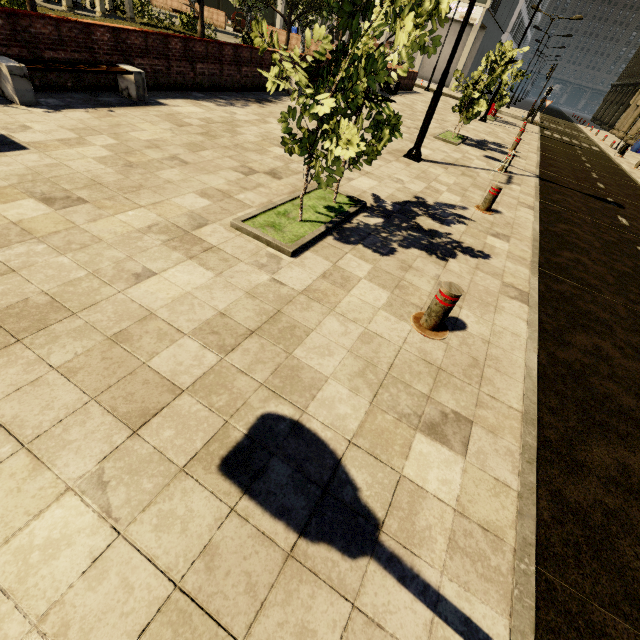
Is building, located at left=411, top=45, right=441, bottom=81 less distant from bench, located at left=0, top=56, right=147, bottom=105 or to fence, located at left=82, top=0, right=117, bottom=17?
bench, located at left=0, top=56, right=147, bottom=105

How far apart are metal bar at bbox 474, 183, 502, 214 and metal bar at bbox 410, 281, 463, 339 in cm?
455

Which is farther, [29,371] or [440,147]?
[440,147]

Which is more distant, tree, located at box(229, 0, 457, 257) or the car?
the car

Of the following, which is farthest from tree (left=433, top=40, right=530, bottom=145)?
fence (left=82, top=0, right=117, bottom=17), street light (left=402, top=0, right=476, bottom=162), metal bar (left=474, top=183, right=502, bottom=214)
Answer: street light (left=402, top=0, right=476, bottom=162)

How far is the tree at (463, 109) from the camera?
10.91m

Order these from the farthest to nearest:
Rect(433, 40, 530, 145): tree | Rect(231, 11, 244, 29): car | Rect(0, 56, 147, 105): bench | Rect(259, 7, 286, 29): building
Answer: Rect(259, 7, 286, 29): building, Rect(231, 11, 244, 29): car, Rect(433, 40, 530, 145): tree, Rect(0, 56, 147, 105): bench

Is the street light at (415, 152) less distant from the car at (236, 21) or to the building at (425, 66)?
the building at (425, 66)
